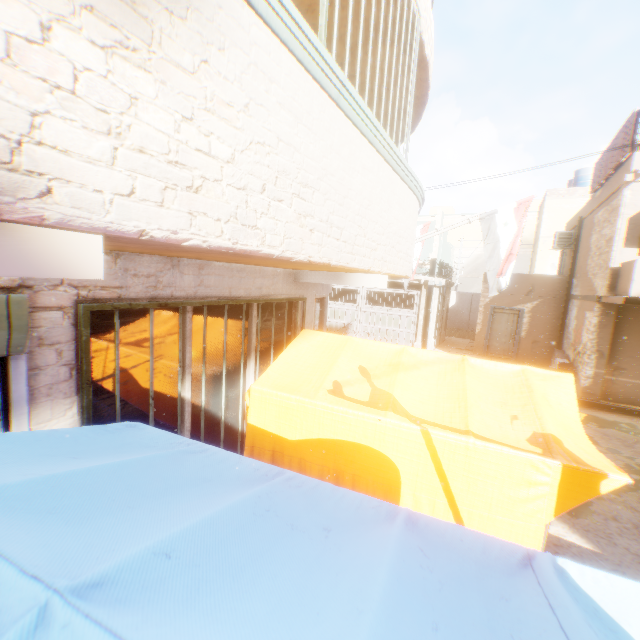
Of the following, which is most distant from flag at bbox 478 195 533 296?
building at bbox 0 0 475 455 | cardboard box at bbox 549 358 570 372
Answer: cardboard box at bbox 549 358 570 372

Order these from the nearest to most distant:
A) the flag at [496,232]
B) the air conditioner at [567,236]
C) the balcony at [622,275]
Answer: the flag at [496,232] → the balcony at [622,275] → the air conditioner at [567,236]

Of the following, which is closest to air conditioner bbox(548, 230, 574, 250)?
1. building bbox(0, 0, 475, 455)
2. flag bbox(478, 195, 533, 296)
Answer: building bbox(0, 0, 475, 455)

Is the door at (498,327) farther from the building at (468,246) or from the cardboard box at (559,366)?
the cardboard box at (559,366)

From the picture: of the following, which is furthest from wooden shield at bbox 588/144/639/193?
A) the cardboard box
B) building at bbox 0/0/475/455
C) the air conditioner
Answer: the cardboard box

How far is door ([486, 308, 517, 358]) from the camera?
15.5m

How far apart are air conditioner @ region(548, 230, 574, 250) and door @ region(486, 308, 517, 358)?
2.38m

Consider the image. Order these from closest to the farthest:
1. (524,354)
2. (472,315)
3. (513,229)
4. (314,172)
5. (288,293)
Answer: (314,172) < (288,293) < (513,229) < (524,354) < (472,315)
